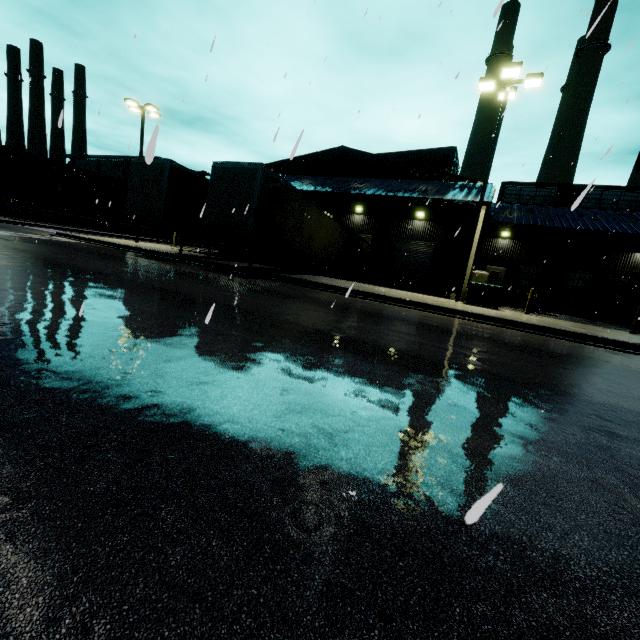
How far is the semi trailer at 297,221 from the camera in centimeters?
1315cm

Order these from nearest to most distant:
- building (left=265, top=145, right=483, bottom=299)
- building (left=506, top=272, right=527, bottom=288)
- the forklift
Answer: the forklift → building (left=265, top=145, right=483, bottom=299) → building (left=506, top=272, right=527, bottom=288)

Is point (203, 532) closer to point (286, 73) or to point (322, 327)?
point (322, 327)

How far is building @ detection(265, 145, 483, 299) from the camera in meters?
21.4

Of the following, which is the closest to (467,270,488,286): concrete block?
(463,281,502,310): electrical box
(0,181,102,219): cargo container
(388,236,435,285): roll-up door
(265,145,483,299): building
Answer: (265,145,483,299): building

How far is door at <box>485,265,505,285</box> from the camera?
28.1 meters

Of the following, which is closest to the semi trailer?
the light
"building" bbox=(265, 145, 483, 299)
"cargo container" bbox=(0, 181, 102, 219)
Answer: "building" bbox=(265, 145, 483, 299)

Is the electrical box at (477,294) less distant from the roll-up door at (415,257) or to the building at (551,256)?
the building at (551,256)
